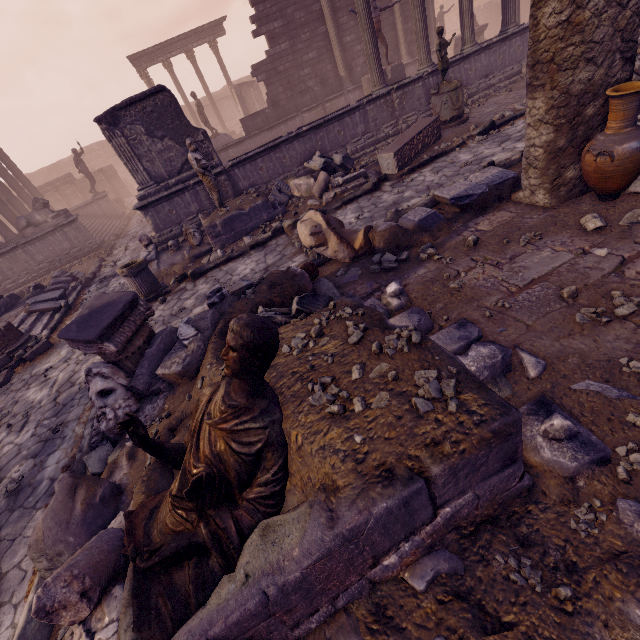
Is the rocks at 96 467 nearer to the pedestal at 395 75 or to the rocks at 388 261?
the rocks at 388 261

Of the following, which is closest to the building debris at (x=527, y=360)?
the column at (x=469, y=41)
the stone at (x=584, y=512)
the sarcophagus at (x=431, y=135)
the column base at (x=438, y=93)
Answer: the stone at (x=584, y=512)

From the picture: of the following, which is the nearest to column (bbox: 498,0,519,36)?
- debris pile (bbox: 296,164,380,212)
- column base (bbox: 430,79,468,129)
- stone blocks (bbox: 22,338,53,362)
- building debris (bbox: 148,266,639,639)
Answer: column base (bbox: 430,79,468,129)

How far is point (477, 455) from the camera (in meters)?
1.75

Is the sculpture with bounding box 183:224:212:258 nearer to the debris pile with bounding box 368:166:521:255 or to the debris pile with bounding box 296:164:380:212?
the debris pile with bounding box 296:164:380:212

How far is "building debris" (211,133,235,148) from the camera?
17.3m

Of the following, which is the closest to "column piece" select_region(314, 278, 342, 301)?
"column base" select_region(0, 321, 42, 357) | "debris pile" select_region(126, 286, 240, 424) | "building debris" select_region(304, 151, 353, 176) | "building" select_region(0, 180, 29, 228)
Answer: "debris pile" select_region(126, 286, 240, 424)

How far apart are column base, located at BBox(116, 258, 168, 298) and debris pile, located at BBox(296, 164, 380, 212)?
3.9 meters
